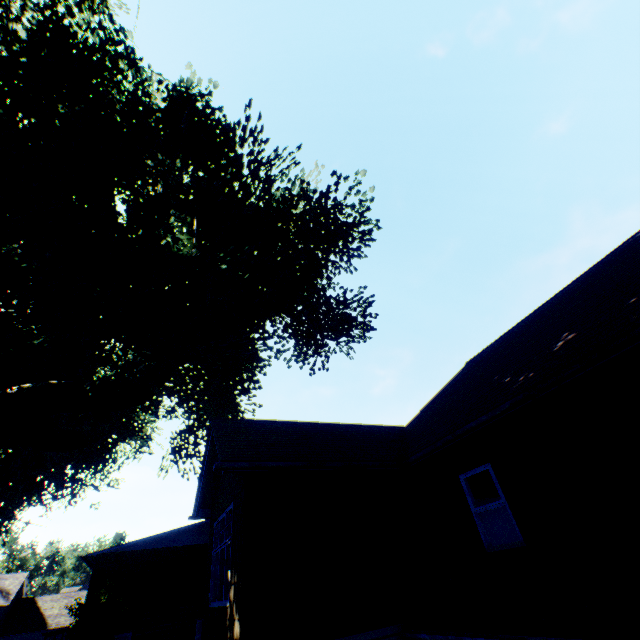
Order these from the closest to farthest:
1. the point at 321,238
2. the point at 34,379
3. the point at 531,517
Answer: the point at 531,517 < the point at 34,379 < the point at 321,238

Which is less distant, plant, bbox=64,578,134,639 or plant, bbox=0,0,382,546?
plant, bbox=0,0,382,546

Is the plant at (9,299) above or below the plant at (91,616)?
above

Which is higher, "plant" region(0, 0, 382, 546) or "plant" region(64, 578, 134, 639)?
"plant" region(0, 0, 382, 546)

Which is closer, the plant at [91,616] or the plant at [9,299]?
the plant at [9,299]
